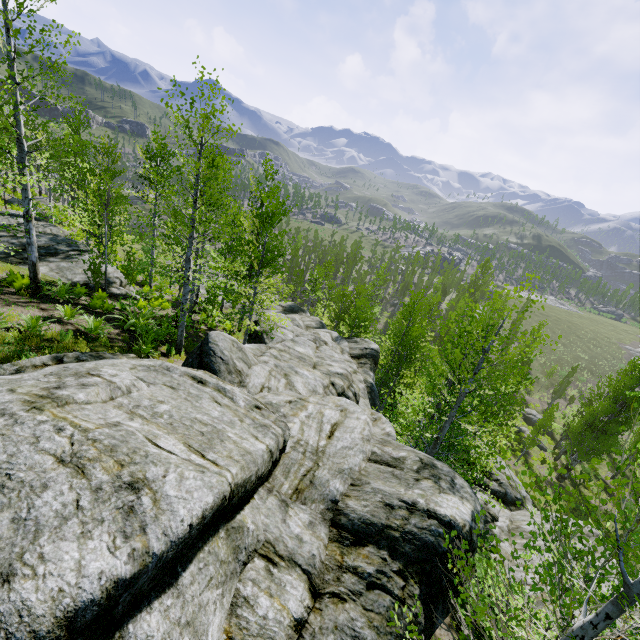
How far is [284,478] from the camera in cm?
570

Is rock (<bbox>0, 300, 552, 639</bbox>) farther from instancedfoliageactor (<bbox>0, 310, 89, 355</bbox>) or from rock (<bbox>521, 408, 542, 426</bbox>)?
rock (<bbox>521, 408, 542, 426</bbox>)

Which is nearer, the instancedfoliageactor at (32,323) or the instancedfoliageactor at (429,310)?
the instancedfoliageactor at (429,310)

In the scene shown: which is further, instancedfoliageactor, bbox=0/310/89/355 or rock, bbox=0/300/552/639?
instancedfoliageactor, bbox=0/310/89/355

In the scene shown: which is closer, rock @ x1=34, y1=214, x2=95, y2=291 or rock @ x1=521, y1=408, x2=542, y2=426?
rock @ x1=34, y1=214, x2=95, y2=291

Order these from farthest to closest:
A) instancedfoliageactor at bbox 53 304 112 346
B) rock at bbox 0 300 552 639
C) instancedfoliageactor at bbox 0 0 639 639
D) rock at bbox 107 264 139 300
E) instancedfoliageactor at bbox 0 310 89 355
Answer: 1. rock at bbox 107 264 139 300
2. instancedfoliageactor at bbox 53 304 112 346
3. instancedfoliageactor at bbox 0 310 89 355
4. instancedfoliageactor at bbox 0 0 639 639
5. rock at bbox 0 300 552 639

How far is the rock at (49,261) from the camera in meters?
14.3

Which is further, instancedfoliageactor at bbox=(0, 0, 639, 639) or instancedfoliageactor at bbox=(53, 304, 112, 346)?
instancedfoliageactor at bbox=(53, 304, 112, 346)
